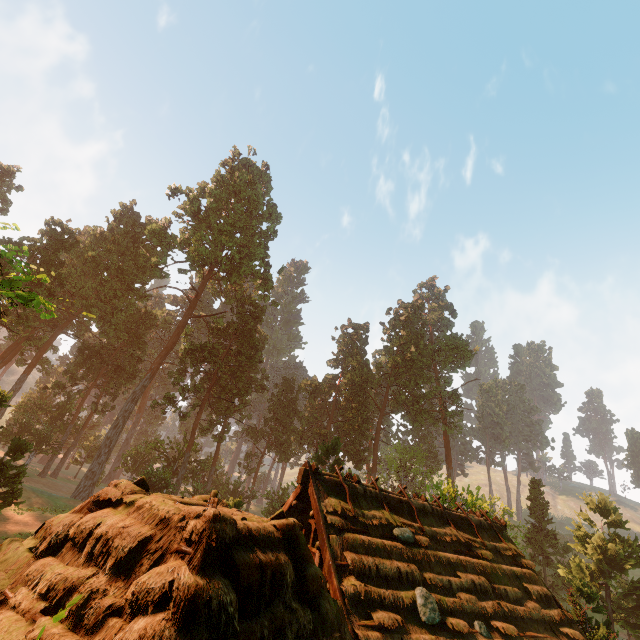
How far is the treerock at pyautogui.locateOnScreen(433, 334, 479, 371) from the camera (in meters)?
57.16

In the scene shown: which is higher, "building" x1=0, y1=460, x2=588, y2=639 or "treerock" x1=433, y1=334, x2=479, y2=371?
"treerock" x1=433, y1=334, x2=479, y2=371

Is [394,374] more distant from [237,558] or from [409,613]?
[237,558]

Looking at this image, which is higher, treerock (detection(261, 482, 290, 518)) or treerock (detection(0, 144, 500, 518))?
treerock (detection(0, 144, 500, 518))

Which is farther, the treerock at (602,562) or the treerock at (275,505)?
the treerock at (275,505)

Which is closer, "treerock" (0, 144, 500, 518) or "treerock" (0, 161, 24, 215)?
"treerock" (0, 144, 500, 518)

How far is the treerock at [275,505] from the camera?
39.5 meters
